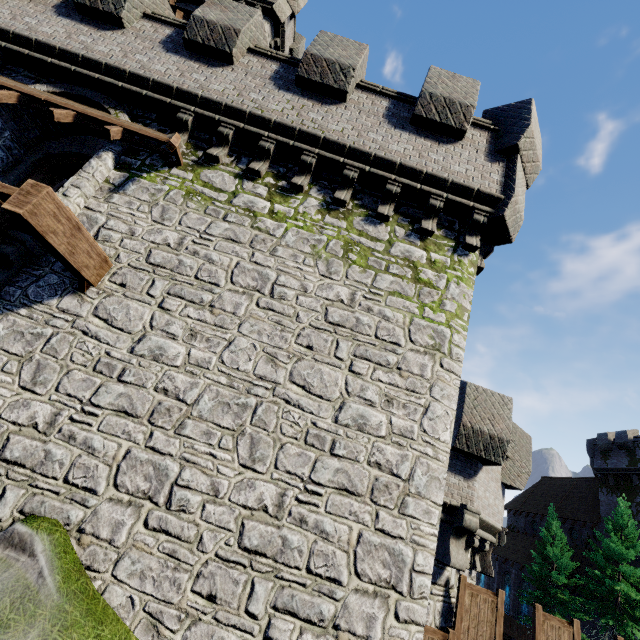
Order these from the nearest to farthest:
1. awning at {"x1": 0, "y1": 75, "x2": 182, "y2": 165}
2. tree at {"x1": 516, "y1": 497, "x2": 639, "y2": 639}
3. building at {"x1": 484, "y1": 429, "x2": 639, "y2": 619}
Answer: awning at {"x1": 0, "y1": 75, "x2": 182, "y2": 165} → tree at {"x1": 516, "y1": 497, "x2": 639, "y2": 639} → building at {"x1": 484, "y1": 429, "x2": 639, "y2": 619}

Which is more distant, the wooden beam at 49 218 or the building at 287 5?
the building at 287 5

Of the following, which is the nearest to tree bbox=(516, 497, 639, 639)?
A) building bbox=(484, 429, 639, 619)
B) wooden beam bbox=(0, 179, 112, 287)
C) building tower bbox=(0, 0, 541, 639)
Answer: building bbox=(484, 429, 639, 619)

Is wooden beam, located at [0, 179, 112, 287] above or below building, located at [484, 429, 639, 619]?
below

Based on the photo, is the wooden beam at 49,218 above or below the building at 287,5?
below

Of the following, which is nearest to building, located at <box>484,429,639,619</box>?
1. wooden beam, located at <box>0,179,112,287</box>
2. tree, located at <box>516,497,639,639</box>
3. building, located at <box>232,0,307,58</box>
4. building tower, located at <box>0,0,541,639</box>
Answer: tree, located at <box>516,497,639,639</box>

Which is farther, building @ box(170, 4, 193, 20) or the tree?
the tree

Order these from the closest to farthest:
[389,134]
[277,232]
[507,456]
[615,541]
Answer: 1. [277,232]
2. [389,134]
3. [507,456]
4. [615,541]
